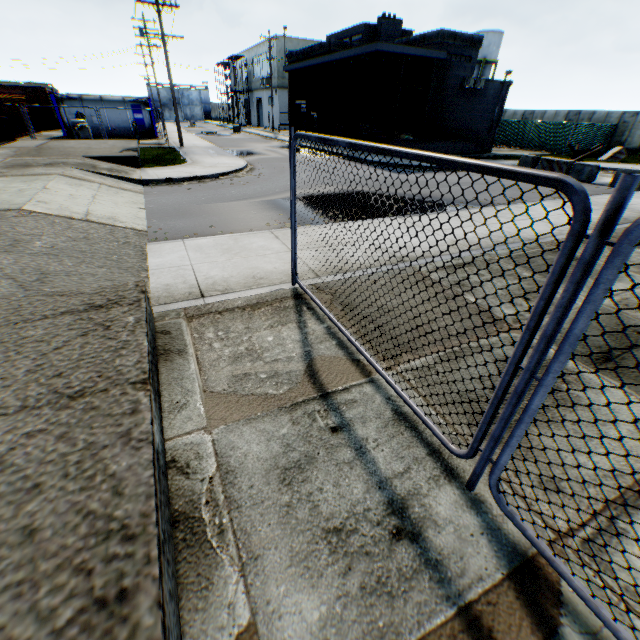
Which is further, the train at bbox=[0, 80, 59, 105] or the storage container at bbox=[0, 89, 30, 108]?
the train at bbox=[0, 80, 59, 105]

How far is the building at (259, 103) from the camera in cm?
4416

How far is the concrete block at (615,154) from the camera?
24.89m

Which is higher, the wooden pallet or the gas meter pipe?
the wooden pallet

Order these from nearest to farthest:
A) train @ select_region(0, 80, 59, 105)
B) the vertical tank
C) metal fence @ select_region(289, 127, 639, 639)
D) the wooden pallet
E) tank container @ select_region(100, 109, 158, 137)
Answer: metal fence @ select_region(289, 127, 639, 639) < the wooden pallet < tank container @ select_region(100, 109, 158, 137) < train @ select_region(0, 80, 59, 105) < the vertical tank

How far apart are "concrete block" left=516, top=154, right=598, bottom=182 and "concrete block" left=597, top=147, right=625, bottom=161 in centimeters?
1138cm

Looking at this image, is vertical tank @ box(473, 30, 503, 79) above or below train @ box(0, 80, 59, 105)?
above

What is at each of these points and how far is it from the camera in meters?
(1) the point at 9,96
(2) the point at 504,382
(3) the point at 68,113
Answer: (1) storage container, 23.1
(2) metal fence, 2.0
(3) tank container, 25.1
